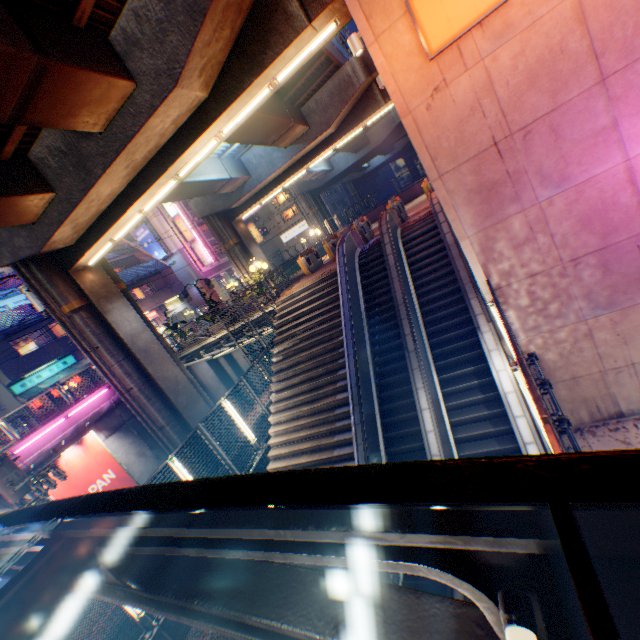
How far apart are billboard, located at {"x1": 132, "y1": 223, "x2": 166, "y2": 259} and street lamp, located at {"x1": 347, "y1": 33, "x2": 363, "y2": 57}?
35.9m

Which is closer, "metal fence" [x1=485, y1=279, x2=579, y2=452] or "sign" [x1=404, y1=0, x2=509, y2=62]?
"metal fence" [x1=485, y1=279, x2=579, y2=452]

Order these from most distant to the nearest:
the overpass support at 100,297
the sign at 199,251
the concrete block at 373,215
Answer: the sign at 199,251, the concrete block at 373,215, the overpass support at 100,297

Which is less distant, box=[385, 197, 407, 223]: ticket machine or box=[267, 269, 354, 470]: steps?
box=[267, 269, 354, 470]: steps

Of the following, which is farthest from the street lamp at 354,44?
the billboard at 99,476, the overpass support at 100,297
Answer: the billboard at 99,476

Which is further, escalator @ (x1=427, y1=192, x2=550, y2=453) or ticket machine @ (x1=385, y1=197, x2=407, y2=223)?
ticket machine @ (x1=385, y1=197, x2=407, y2=223)

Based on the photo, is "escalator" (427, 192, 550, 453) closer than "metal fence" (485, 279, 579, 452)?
No

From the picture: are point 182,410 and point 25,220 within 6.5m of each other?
no
